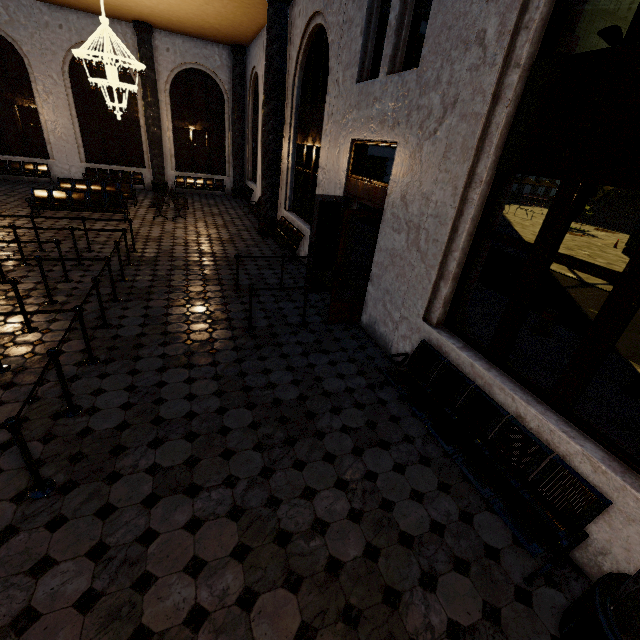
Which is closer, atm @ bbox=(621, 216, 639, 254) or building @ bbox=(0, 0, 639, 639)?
building @ bbox=(0, 0, 639, 639)

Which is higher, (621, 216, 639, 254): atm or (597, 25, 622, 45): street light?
(597, 25, 622, 45): street light

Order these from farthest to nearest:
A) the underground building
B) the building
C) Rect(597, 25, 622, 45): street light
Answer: the underground building
Rect(597, 25, 622, 45): street light
the building

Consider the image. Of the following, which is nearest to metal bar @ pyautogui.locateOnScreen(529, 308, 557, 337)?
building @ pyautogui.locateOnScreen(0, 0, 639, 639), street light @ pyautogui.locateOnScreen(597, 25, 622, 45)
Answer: building @ pyautogui.locateOnScreen(0, 0, 639, 639)

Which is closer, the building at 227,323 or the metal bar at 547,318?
the building at 227,323

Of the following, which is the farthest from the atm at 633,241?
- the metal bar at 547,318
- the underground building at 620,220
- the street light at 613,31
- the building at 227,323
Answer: the building at 227,323

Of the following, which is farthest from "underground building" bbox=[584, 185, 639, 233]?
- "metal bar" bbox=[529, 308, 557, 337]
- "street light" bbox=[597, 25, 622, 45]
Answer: "metal bar" bbox=[529, 308, 557, 337]

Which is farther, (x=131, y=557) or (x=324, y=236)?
(x=324, y=236)
